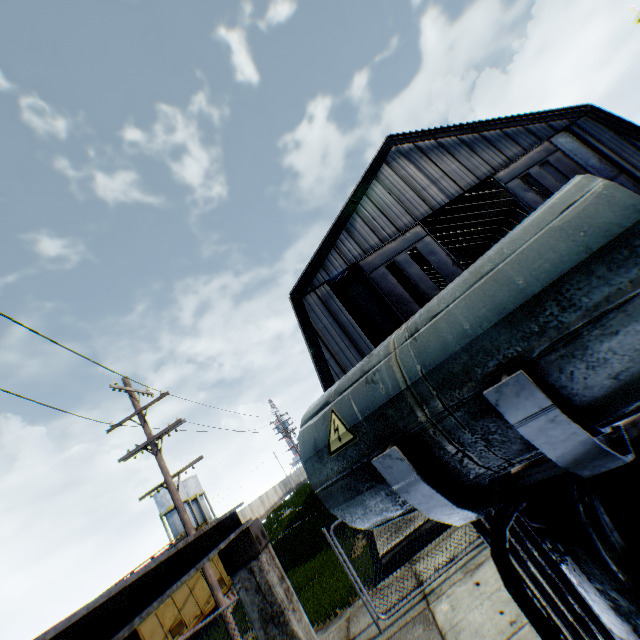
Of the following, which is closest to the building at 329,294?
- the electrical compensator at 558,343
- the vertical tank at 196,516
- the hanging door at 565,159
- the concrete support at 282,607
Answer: the hanging door at 565,159

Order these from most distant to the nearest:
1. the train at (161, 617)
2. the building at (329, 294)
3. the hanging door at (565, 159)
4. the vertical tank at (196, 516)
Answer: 1. the vertical tank at (196, 516)
2. the hanging door at (565, 159)
3. the building at (329, 294)
4. the train at (161, 617)

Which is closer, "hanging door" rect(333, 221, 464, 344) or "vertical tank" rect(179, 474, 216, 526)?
"hanging door" rect(333, 221, 464, 344)

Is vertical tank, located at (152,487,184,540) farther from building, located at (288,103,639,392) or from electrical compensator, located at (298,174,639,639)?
electrical compensator, located at (298,174,639,639)

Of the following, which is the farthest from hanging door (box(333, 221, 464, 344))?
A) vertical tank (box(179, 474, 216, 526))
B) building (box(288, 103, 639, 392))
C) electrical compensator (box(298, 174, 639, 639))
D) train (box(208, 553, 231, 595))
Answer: vertical tank (box(179, 474, 216, 526))

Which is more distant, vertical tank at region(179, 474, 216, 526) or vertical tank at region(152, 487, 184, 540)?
vertical tank at region(179, 474, 216, 526)

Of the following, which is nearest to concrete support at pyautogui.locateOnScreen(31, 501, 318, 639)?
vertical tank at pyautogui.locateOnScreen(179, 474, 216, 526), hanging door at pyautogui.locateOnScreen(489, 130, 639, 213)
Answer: hanging door at pyautogui.locateOnScreen(489, 130, 639, 213)

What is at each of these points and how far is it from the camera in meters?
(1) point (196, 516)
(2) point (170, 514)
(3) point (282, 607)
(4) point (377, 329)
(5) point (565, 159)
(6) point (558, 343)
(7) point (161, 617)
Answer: (1) vertical tank, 49.0
(2) vertical tank, 46.9
(3) concrete support, 2.6
(4) hanging door, 18.0
(5) hanging door, 19.8
(6) electrical compensator, 1.0
(7) train, 13.9
